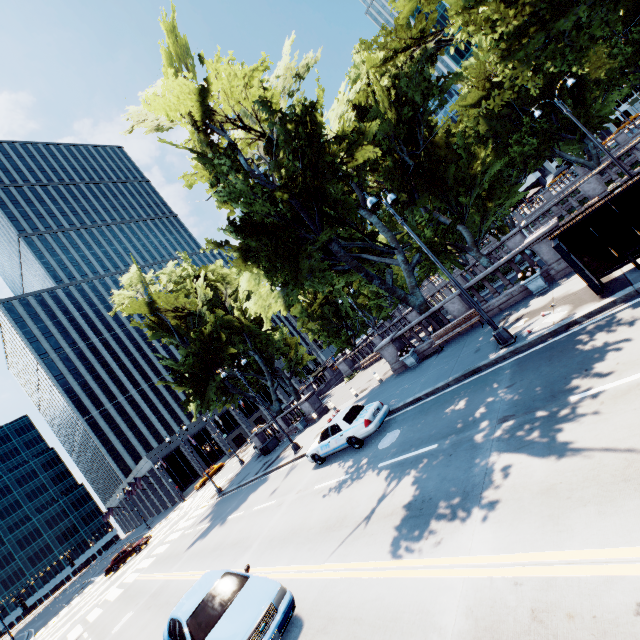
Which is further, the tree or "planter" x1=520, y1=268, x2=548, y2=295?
the tree

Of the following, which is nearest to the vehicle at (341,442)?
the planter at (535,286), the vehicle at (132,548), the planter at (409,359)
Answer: the planter at (409,359)

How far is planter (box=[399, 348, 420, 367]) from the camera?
18.61m

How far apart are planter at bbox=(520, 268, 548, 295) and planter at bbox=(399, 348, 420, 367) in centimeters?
666cm

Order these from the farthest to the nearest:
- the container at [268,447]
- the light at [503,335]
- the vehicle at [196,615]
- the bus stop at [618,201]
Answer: the container at [268,447], the light at [503,335], the bus stop at [618,201], the vehicle at [196,615]

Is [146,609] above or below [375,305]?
below

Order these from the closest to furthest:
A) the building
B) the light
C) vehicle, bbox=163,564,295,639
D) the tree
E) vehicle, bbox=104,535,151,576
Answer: vehicle, bbox=163,564,295,639 → the light → the tree → vehicle, bbox=104,535,151,576 → the building

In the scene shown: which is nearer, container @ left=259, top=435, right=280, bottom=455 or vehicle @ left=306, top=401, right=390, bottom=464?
vehicle @ left=306, top=401, right=390, bottom=464
